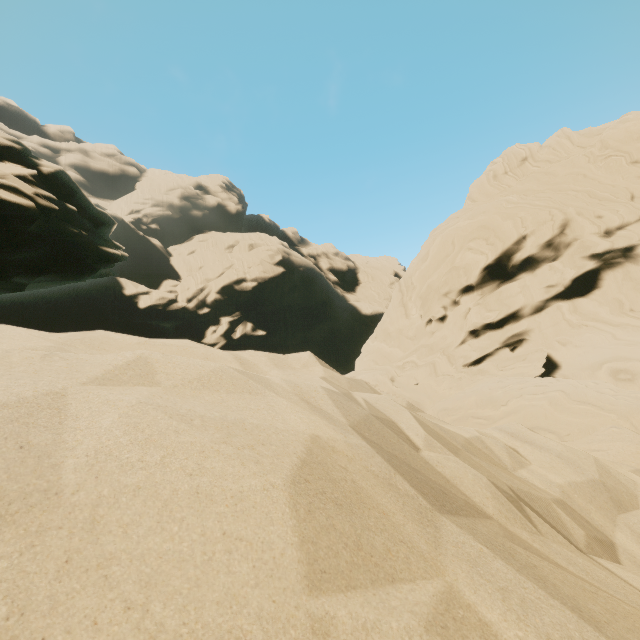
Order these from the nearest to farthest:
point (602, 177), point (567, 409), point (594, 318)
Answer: point (567, 409), point (594, 318), point (602, 177)
